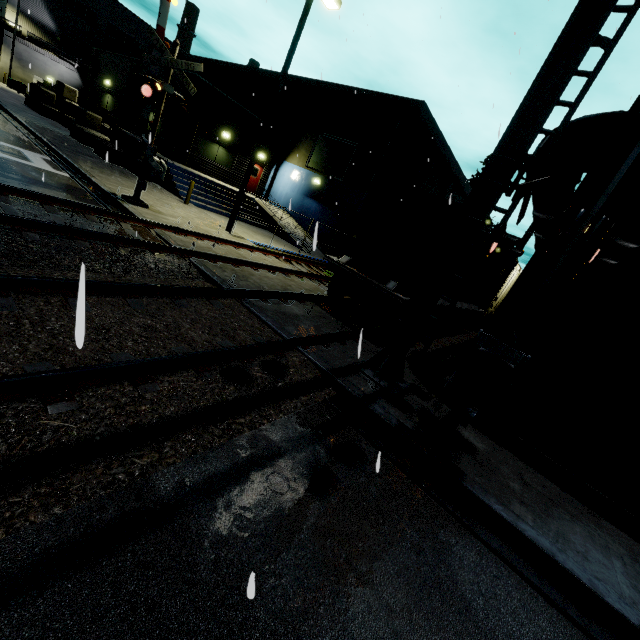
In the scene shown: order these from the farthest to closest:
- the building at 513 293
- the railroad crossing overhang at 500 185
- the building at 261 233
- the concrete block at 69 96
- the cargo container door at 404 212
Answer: the concrete block at 69 96
the building at 261 233
the cargo container door at 404 212
the building at 513 293
the railroad crossing overhang at 500 185

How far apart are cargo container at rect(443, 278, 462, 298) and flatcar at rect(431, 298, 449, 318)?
0.0 meters

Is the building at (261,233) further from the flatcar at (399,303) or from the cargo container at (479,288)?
the flatcar at (399,303)

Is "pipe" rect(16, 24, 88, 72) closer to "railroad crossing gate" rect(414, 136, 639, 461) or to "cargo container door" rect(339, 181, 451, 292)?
"cargo container door" rect(339, 181, 451, 292)

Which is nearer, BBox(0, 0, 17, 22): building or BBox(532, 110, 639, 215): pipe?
BBox(532, 110, 639, 215): pipe

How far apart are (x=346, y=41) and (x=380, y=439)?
8.30m

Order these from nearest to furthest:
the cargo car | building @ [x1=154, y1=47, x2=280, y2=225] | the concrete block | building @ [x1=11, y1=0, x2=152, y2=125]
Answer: the concrete block
building @ [x1=154, y1=47, x2=280, y2=225]
the cargo car
building @ [x1=11, y1=0, x2=152, y2=125]

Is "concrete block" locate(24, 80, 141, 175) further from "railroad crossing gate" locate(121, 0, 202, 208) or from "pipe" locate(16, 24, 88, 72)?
"pipe" locate(16, 24, 88, 72)
